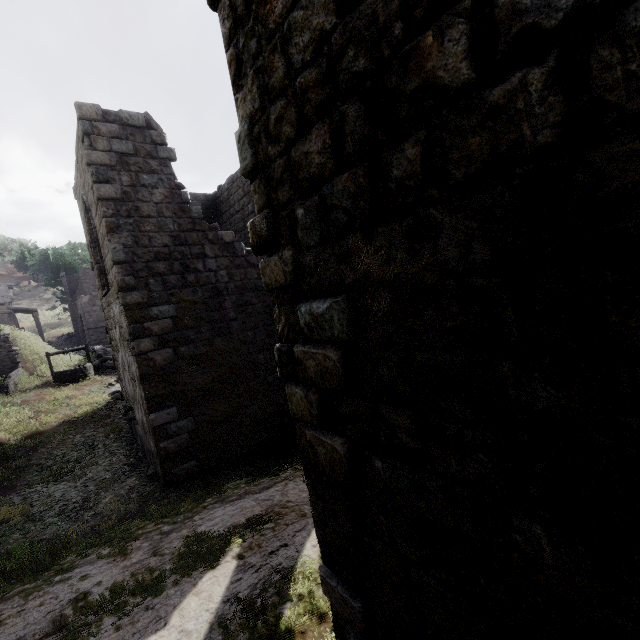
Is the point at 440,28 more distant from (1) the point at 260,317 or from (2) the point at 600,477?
(1) the point at 260,317

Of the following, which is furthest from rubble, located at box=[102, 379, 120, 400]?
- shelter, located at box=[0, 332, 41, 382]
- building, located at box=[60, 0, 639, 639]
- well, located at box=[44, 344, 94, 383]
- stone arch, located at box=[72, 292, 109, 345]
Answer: stone arch, located at box=[72, 292, 109, 345]

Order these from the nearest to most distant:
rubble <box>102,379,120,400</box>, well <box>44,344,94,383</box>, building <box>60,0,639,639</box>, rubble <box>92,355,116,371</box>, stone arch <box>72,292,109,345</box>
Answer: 1. building <box>60,0,639,639</box>
2. rubble <box>102,379,120,400</box>
3. well <box>44,344,94,383</box>
4. rubble <box>92,355,116,371</box>
5. stone arch <box>72,292,109,345</box>

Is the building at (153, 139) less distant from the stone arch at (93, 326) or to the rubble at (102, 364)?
the rubble at (102, 364)

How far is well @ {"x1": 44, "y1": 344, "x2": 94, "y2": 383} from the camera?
18.9 meters

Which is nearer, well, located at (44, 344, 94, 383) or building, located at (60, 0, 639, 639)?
building, located at (60, 0, 639, 639)

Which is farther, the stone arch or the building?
the stone arch

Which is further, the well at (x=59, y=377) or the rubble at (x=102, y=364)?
the rubble at (x=102, y=364)
